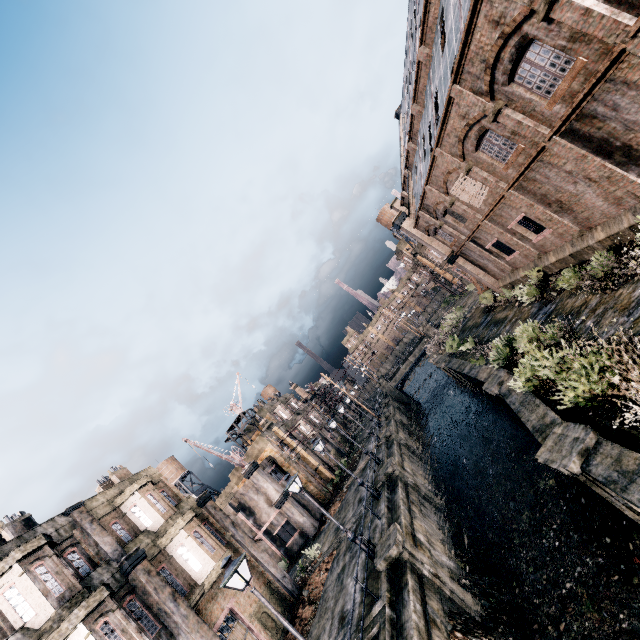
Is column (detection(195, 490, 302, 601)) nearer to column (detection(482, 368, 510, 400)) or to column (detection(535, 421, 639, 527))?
column (detection(482, 368, 510, 400))

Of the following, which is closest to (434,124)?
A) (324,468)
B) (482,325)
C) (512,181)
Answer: (512,181)

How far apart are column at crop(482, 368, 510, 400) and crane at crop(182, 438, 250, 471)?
25.43m

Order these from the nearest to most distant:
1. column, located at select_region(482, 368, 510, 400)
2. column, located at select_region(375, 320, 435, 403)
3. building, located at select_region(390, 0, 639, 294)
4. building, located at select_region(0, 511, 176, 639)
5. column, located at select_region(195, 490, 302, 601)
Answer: building, located at select_region(390, 0, 639, 294), building, located at select_region(0, 511, 176, 639), column, located at select_region(482, 368, 510, 400), column, located at select_region(195, 490, 302, 601), column, located at select_region(375, 320, 435, 403)

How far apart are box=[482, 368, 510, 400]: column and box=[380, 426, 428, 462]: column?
14.8 meters

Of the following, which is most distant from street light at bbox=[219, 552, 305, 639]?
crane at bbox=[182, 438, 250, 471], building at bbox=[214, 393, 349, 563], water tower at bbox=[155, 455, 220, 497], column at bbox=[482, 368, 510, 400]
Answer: water tower at bbox=[155, 455, 220, 497]

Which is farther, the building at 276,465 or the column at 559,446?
the building at 276,465

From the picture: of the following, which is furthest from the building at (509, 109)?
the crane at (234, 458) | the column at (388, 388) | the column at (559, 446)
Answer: the crane at (234, 458)
